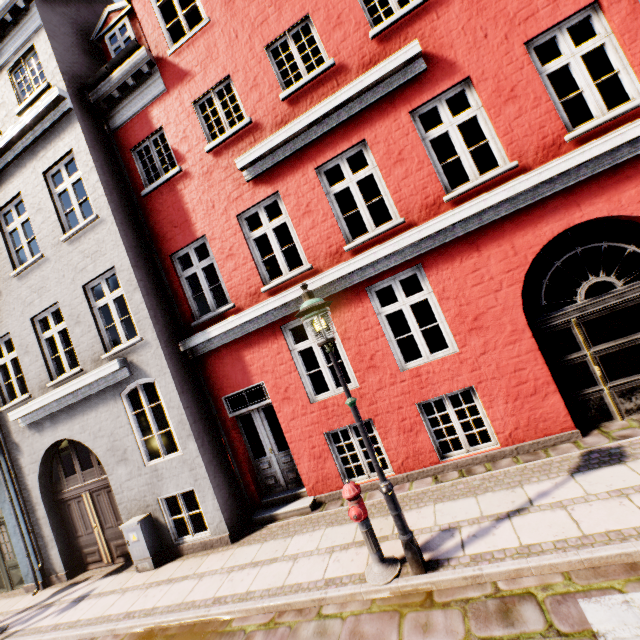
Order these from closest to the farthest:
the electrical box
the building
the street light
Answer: the street light, the building, the electrical box

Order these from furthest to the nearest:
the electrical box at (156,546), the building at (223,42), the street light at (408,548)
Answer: the electrical box at (156,546) < the building at (223,42) < the street light at (408,548)

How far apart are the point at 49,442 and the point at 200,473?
4.54m

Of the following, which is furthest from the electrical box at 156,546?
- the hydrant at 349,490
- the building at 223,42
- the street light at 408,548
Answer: the street light at 408,548

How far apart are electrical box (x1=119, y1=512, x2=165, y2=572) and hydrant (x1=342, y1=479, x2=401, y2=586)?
5.23m

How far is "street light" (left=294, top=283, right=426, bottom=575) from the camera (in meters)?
3.94

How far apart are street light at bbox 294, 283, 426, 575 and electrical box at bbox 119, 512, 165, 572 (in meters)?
5.86

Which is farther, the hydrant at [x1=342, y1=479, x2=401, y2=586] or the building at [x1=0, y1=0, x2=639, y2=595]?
the building at [x1=0, y1=0, x2=639, y2=595]
